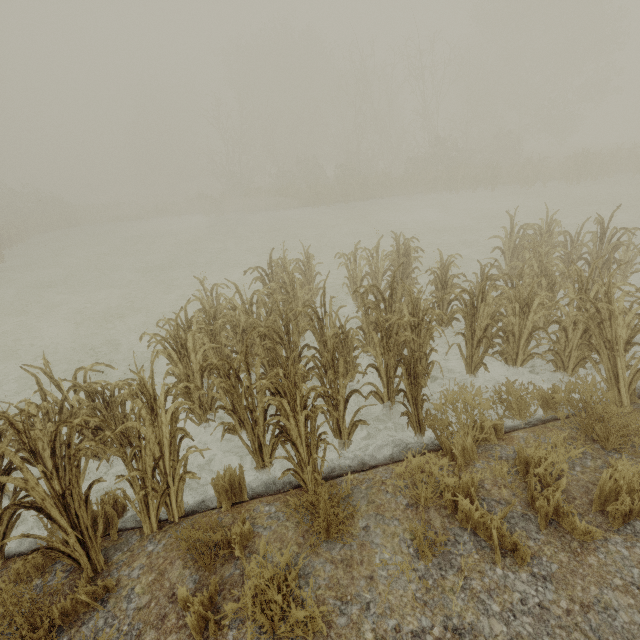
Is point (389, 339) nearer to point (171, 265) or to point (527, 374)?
point (527, 374)
